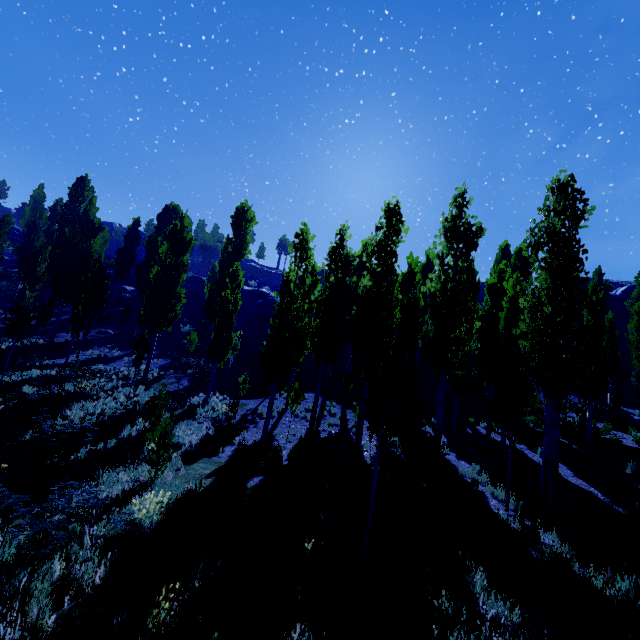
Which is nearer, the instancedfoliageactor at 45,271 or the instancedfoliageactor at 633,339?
the instancedfoliageactor at 45,271

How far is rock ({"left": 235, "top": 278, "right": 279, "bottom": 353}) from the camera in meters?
33.0 m

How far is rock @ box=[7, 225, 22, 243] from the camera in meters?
48.2 m

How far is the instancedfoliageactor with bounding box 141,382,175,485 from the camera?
8.7m

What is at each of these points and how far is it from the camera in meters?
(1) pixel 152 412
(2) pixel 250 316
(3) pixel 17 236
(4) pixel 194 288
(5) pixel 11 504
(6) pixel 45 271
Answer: (1) instancedfoliageactor, 11.3 m
(2) rock, 34.7 m
(3) rock, 49.1 m
(4) rock, 43.3 m
(5) instancedfoliageactor, 5.9 m
(6) instancedfoliageactor, 26.8 m

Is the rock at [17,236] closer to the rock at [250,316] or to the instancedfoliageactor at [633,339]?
the instancedfoliageactor at [633,339]

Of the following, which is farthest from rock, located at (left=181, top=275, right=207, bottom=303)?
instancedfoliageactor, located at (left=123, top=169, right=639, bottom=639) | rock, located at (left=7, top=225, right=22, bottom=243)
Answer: rock, located at (left=7, top=225, right=22, bottom=243)
